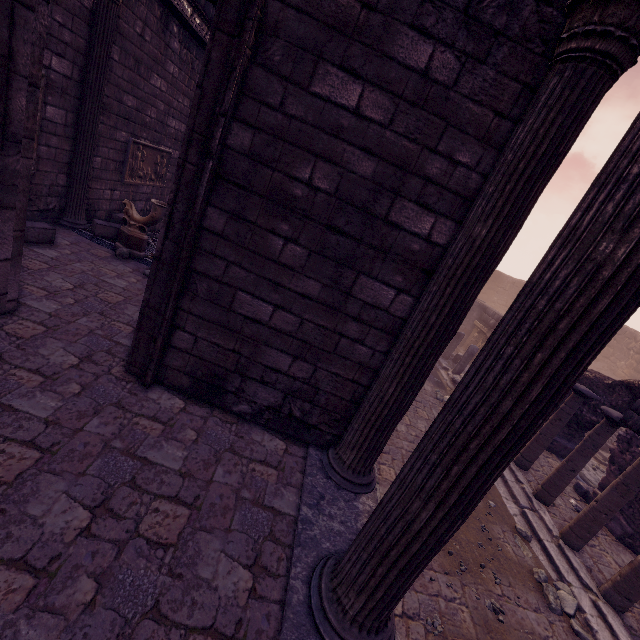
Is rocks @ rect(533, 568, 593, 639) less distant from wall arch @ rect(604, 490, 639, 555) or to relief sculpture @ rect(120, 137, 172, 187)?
wall arch @ rect(604, 490, 639, 555)

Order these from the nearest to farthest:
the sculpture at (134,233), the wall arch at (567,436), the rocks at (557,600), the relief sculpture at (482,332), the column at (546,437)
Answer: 1. the rocks at (557,600)
2. the sculpture at (134,233)
3. the column at (546,437)
4. the wall arch at (567,436)
5. the relief sculpture at (482,332)

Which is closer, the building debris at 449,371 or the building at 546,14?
the building at 546,14

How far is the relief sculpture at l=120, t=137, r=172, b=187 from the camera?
7.91m

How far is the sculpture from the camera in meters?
6.5 m

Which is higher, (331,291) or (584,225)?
(584,225)

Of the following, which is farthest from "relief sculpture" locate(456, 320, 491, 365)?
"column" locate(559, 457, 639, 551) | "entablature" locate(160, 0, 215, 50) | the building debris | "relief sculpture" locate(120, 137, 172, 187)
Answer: "relief sculpture" locate(120, 137, 172, 187)

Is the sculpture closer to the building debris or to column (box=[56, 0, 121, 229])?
column (box=[56, 0, 121, 229])
